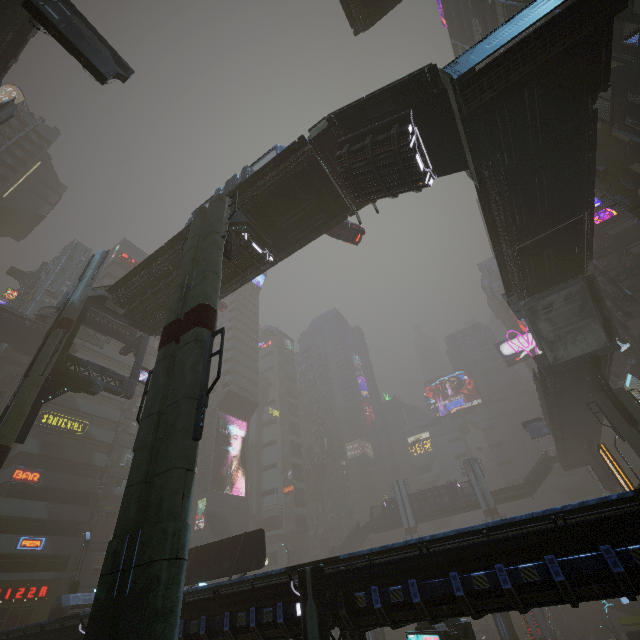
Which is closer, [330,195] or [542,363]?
[330,195]

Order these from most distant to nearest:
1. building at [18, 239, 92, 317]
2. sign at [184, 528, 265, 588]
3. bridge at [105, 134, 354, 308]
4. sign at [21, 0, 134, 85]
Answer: building at [18, 239, 92, 317] < sign at [184, 528, 265, 588] < bridge at [105, 134, 354, 308] < sign at [21, 0, 134, 85]

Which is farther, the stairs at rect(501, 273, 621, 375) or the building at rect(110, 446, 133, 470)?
the building at rect(110, 446, 133, 470)

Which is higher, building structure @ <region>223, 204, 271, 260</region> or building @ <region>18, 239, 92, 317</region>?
building @ <region>18, 239, 92, 317</region>

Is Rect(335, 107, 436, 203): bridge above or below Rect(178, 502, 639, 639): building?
above

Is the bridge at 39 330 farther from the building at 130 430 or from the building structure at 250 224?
the building structure at 250 224

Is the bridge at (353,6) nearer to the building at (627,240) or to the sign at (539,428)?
the building at (627,240)

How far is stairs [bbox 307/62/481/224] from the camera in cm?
1368
